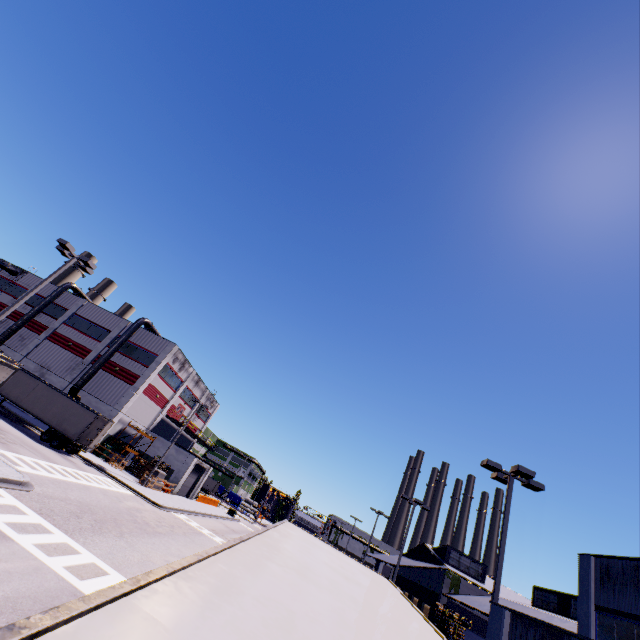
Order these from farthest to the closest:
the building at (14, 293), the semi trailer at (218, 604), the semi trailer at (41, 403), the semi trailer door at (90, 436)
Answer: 1. the building at (14, 293)
2. the semi trailer door at (90, 436)
3. the semi trailer at (41, 403)
4. the semi trailer at (218, 604)

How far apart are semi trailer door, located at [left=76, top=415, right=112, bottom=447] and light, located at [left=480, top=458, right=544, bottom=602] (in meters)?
30.67

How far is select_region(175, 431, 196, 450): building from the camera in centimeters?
5369cm

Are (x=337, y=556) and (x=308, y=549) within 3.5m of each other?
yes

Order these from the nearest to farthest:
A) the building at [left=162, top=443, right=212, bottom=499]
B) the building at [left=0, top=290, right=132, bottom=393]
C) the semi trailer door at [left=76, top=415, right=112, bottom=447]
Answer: the semi trailer door at [left=76, top=415, right=112, bottom=447] → the building at [left=0, top=290, right=132, bottom=393] → the building at [left=162, top=443, right=212, bottom=499]

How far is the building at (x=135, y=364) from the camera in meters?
38.4 m

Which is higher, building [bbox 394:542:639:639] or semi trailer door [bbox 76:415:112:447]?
building [bbox 394:542:639:639]

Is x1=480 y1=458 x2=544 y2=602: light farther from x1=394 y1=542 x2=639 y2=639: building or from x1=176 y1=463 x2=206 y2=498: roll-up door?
x1=176 y1=463 x2=206 y2=498: roll-up door
